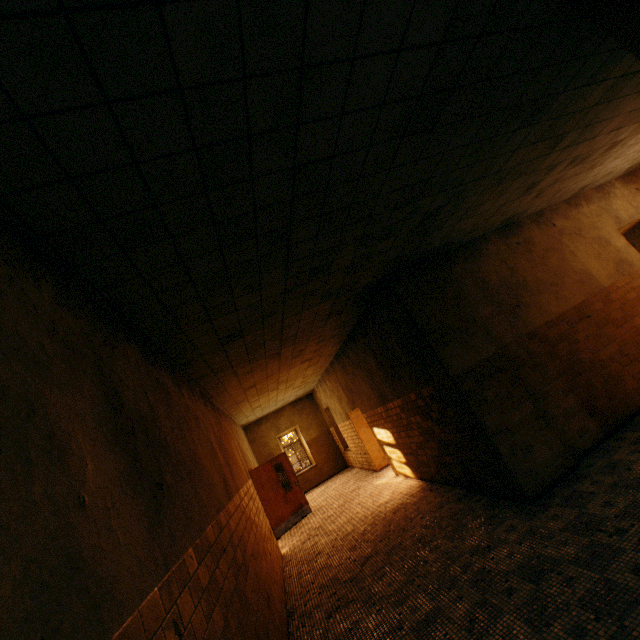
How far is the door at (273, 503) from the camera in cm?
994

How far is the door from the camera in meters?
9.9

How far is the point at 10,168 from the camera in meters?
1.5
